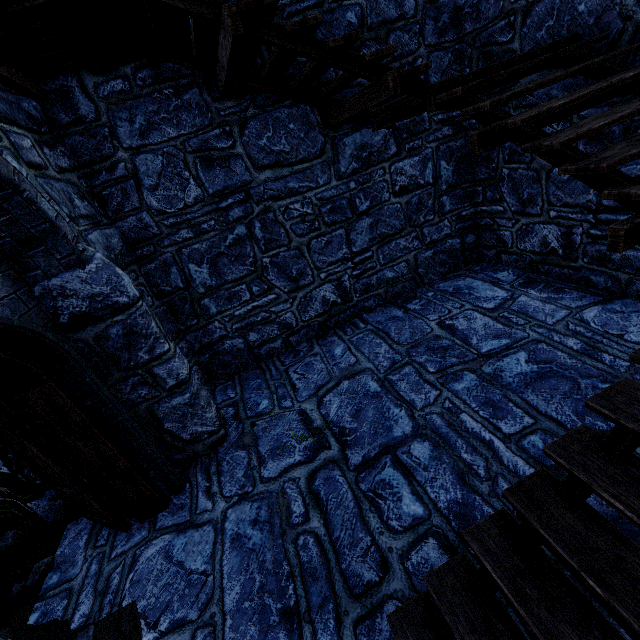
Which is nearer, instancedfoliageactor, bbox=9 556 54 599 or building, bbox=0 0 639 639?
building, bbox=0 0 639 639

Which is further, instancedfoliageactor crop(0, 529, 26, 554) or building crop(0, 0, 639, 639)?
instancedfoliageactor crop(0, 529, 26, 554)

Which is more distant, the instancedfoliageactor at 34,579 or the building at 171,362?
the instancedfoliageactor at 34,579

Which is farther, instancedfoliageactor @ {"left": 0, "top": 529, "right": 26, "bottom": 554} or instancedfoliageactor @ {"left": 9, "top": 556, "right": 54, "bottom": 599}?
instancedfoliageactor @ {"left": 0, "top": 529, "right": 26, "bottom": 554}

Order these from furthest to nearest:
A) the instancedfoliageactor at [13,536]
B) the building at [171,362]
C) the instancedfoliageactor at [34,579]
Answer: the instancedfoliageactor at [13,536] → the instancedfoliageactor at [34,579] → the building at [171,362]

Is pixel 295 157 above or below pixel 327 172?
above

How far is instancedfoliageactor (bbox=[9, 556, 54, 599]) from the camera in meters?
3.5

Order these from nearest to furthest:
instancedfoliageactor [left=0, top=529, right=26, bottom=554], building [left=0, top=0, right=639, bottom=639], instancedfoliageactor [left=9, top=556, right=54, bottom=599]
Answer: building [left=0, top=0, right=639, bottom=639]
instancedfoliageactor [left=9, top=556, right=54, bottom=599]
instancedfoliageactor [left=0, top=529, right=26, bottom=554]
